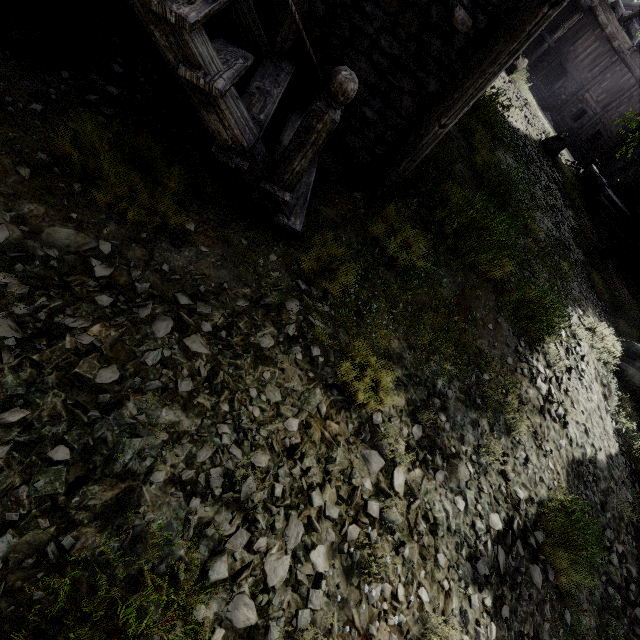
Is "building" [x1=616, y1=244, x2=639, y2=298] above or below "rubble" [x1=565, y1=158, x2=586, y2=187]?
below

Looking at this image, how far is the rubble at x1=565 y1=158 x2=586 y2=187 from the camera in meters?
17.6

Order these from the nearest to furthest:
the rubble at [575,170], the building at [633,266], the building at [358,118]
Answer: the building at [358,118]
the building at [633,266]
the rubble at [575,170]

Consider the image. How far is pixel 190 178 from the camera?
3.76m

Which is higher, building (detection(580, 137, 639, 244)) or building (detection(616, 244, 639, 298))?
building (detection(580, 137, 639, 244))

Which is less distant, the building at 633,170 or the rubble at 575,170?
the building at 633,170

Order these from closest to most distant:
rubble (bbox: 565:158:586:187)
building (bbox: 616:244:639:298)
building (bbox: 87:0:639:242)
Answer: building (bbox: 87:0:639:242), building (bbox: 616:244:639:298), rubble (bbox: 565:158:586:187)

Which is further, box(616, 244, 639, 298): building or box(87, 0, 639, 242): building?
box(616, 244, 639, 298): building
